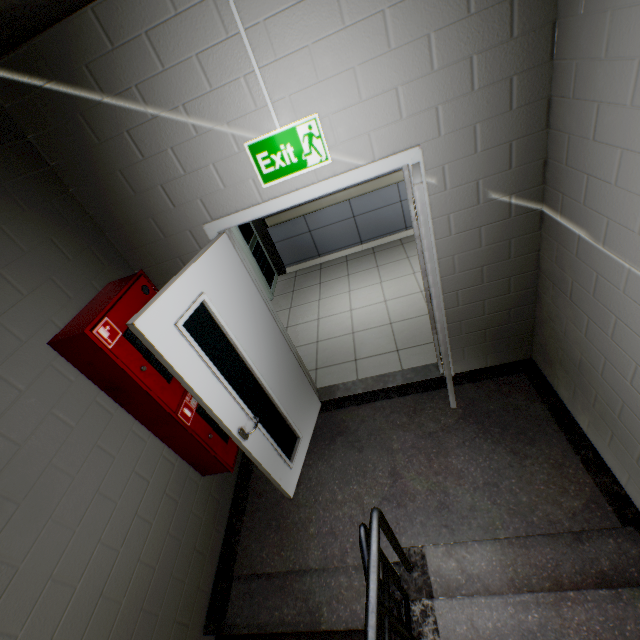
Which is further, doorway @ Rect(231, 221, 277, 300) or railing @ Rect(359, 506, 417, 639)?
doorway @ Rect(231, 221, 277, 300)

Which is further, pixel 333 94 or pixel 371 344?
pixel 371 344

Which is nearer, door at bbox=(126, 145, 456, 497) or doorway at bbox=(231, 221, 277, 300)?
door at bbox=(126, 145, 456, 497)

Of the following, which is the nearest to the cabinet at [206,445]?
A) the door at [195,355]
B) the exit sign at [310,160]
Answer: the door at [195,355]

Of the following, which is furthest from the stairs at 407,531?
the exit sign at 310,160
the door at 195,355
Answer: the exit sign at 310,160

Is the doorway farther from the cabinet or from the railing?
the railing

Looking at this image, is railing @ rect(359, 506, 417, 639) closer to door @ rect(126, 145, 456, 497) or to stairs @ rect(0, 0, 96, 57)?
stairs @ rect(0, 0, 96, 57)

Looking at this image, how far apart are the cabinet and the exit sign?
1.0 meters
